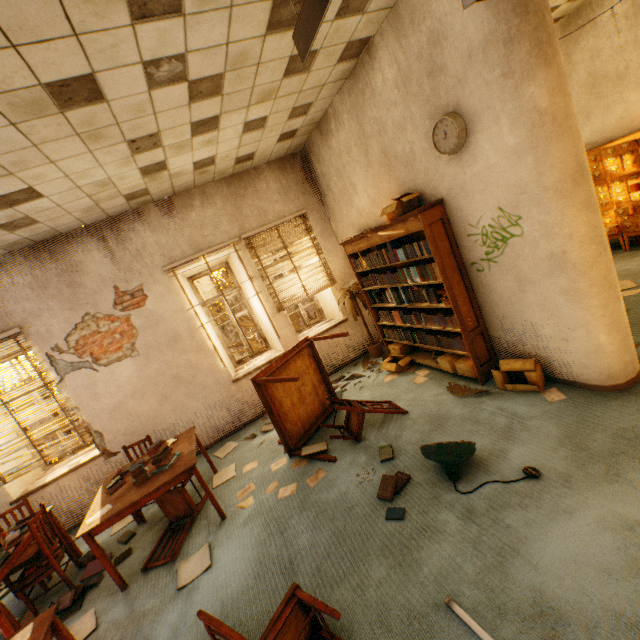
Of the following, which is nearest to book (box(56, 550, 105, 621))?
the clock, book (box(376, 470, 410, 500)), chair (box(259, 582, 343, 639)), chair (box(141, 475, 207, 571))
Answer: chair (box(141, 475, 207, 571))

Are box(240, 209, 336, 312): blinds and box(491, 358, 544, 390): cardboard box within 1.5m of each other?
no

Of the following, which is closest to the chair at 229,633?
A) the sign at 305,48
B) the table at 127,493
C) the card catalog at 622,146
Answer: the table at 127,493

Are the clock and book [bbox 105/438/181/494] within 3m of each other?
no

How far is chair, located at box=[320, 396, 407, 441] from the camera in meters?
3.8 m

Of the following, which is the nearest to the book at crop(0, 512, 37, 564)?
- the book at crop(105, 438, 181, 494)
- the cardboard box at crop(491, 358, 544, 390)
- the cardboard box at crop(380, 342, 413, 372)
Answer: the book at crop(105, 438, 181, 494)

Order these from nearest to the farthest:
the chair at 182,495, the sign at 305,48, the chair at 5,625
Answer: the sign at 305,48 < the chair at 5,625 < the chair at 182,495

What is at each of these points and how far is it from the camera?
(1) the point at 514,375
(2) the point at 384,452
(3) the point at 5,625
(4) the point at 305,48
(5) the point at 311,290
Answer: (1) cardboard box, 3.6m
(2) book, 3.4m
(3) chair, 2.3m
(4) sign, 1.9m
(5) blinds, 6.0m
